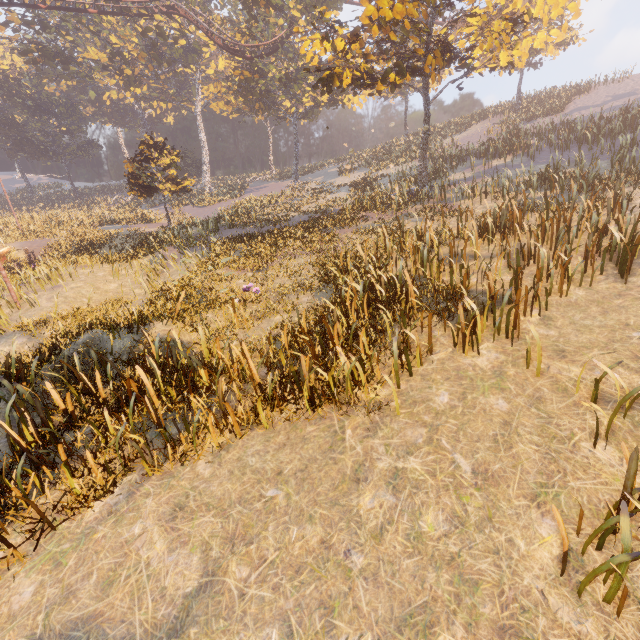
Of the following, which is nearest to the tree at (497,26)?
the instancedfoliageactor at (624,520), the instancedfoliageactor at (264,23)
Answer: the instancedfoliageactor at (624,520)

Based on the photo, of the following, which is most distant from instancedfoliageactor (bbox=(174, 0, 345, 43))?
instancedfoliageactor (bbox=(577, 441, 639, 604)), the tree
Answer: instancedfoliageactor (bbox=(577, 441, 639, 604))

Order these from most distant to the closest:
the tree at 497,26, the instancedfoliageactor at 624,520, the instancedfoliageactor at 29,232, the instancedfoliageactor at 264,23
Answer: the instancedfoliageactor at 264,23 < the tree at 497,26 < the instancedfoliageactor at 29,232 < the instancedfoliageactor at 624,520

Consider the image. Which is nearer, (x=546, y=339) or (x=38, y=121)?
(x=546, y=339)

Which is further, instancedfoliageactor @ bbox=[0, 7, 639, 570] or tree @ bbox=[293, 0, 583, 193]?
tree @ bbox=[293, 0, 583, 193]

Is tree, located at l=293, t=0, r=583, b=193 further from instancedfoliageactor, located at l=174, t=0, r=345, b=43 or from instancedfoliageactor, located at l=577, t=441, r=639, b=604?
instancedfoliageactor, located at l=174, t=0, r=345, b=43
